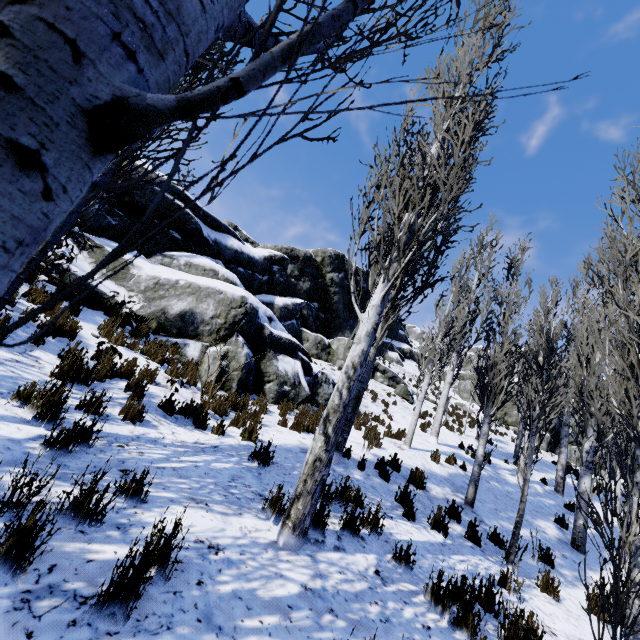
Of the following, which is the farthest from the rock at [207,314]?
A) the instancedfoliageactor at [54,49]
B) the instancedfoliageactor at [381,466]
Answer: the instancedfoliageactor at [381,466]

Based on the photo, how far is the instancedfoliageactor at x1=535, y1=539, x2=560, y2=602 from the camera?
5.2m

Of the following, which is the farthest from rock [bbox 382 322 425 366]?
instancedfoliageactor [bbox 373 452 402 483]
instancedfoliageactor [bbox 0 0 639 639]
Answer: instancedfoliageactor [bbox 373 452 402 483]

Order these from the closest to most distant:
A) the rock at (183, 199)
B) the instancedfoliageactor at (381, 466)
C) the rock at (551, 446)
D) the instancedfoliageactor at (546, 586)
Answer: the instancedfoliageactor at (546, 586)
the instancedfoliageactor at (381, 466)
the rock at (183, 199)
the rock at (551, 446)

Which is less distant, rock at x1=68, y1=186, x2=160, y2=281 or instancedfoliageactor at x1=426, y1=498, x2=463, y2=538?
instancedfoliageactor at x1=426, y1=498, x2=463, y2=538

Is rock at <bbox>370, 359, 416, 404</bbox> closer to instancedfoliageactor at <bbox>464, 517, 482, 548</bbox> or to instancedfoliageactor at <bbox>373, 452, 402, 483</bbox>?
instancedfoliageactor at <bbox>464, 517, 482, 548</bbox>

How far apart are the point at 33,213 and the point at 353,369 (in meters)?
3.56
